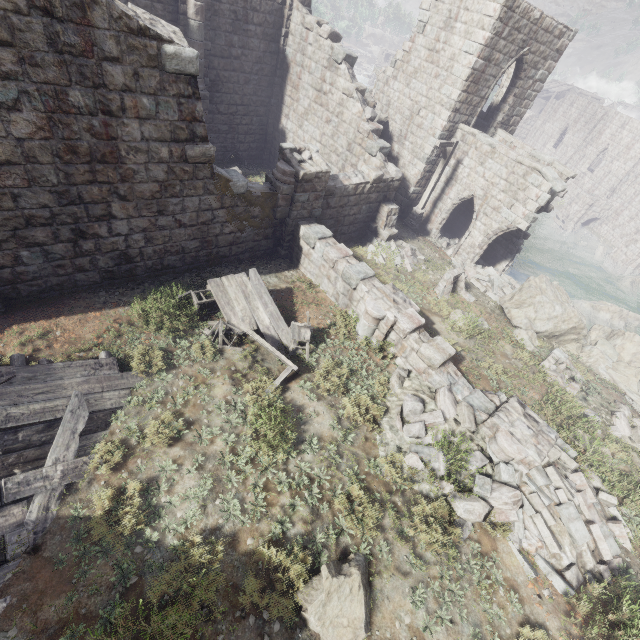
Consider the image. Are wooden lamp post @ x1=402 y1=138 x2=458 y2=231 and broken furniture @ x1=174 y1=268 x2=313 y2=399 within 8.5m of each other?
no

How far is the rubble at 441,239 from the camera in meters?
18.6 m

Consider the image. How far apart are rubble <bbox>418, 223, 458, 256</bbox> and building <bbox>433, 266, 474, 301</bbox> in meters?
5.1 m

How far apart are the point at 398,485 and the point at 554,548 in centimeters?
325cm

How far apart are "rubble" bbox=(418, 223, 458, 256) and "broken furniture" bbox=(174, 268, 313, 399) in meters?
12.0 m

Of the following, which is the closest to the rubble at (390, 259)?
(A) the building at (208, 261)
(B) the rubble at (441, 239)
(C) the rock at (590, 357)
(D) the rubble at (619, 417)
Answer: (A) the building at (208, 261)

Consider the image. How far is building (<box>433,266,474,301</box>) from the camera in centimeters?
1295cm

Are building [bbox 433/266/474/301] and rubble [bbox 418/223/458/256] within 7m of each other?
yes
